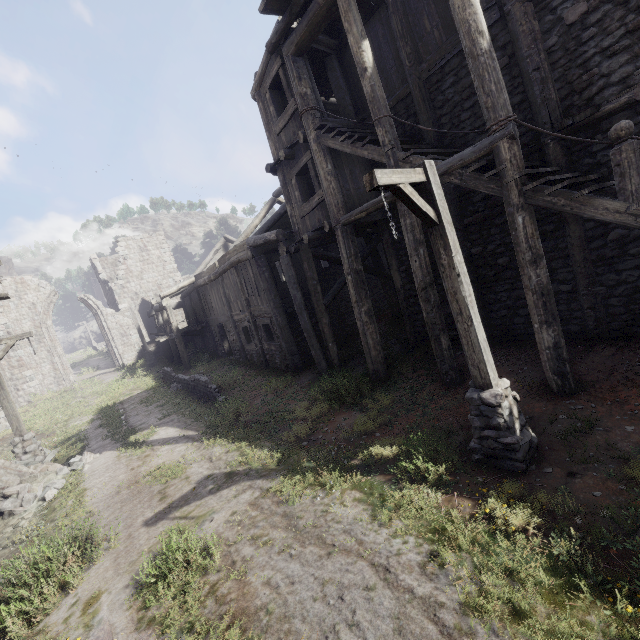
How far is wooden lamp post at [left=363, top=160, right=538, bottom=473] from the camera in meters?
4.4

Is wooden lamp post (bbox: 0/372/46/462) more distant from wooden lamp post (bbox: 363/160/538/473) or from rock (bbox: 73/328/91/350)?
rock (bbox: 73/328/91/350)

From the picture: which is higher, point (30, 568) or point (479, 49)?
point (479, 49)

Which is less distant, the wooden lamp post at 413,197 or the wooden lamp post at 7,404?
the wooden lamp post at 413,197

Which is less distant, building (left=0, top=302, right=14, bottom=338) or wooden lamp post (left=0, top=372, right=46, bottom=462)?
wooden lamp post (left=0, top=372, right=46, bottom=462)

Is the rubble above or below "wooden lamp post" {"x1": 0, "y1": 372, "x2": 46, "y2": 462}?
below

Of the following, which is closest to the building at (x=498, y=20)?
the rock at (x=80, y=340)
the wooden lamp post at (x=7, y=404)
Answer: the wooden lamp post at (x=7, y=404)

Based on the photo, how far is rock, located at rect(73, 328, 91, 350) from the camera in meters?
58.1
